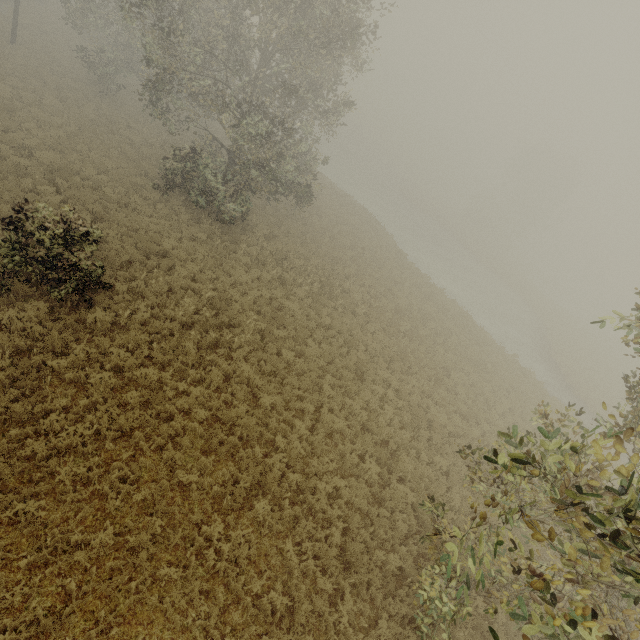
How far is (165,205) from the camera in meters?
17.2
